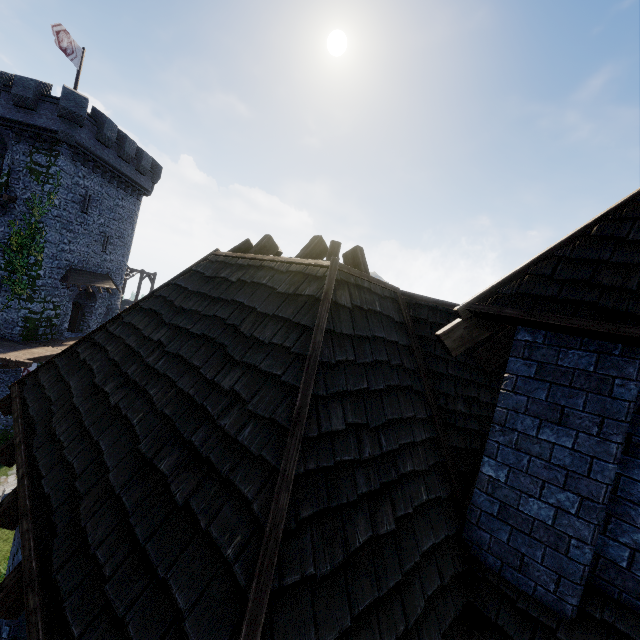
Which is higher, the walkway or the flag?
the flag

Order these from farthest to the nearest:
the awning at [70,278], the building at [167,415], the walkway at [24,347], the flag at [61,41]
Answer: the awning at [70,278] < the flag at [61,41] < the walkway at [24,347] < the building at [167,415]

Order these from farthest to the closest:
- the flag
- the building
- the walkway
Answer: the flag → the walkway → the building

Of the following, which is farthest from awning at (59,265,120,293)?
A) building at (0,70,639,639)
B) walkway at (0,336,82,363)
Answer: building at (0,70,639,639)

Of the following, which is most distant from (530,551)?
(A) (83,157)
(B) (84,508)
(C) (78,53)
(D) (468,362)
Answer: (C) (78,53)

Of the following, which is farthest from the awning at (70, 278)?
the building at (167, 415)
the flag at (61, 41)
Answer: the building at (167, 415)

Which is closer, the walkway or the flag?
the walkway

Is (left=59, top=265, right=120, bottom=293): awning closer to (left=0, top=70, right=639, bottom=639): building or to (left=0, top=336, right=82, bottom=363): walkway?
(left=0, top=336, right=82, bottom=363): walkway
